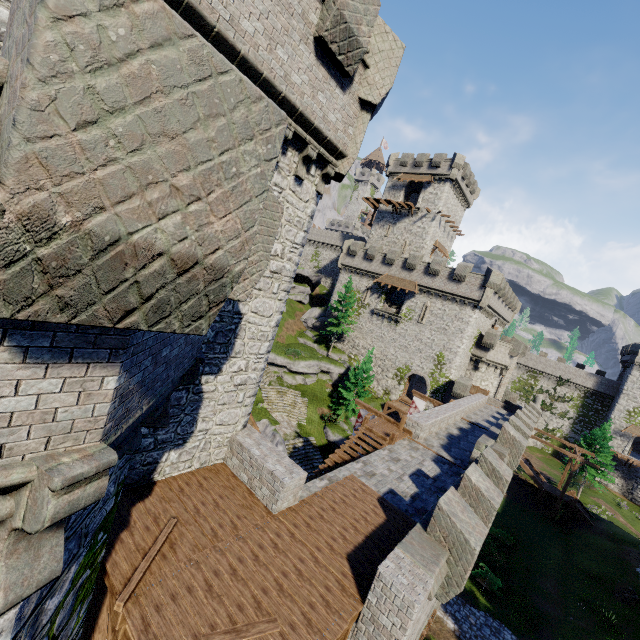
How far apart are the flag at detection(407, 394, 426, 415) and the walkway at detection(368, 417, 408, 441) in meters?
9.5

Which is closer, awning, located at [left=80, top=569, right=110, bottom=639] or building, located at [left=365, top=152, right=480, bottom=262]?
awning, located at [left=80, top=569, right=110, bottom=639]

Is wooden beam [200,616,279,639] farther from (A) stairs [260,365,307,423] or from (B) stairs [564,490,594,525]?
(B) stairs [564,490,594,525]

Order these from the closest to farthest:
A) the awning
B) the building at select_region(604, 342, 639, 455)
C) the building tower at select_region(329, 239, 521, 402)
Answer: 1. the awning
2. the building tower at select_region(329, 239, 521, 402)
3. the building at select_region(604, 342, 639, 455)

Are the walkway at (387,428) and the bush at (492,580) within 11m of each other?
no

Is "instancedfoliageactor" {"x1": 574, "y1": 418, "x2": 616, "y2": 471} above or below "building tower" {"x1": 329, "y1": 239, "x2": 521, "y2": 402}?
below

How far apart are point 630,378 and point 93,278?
70.6 meters

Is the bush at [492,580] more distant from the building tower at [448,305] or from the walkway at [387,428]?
the building tower at [448,305]
